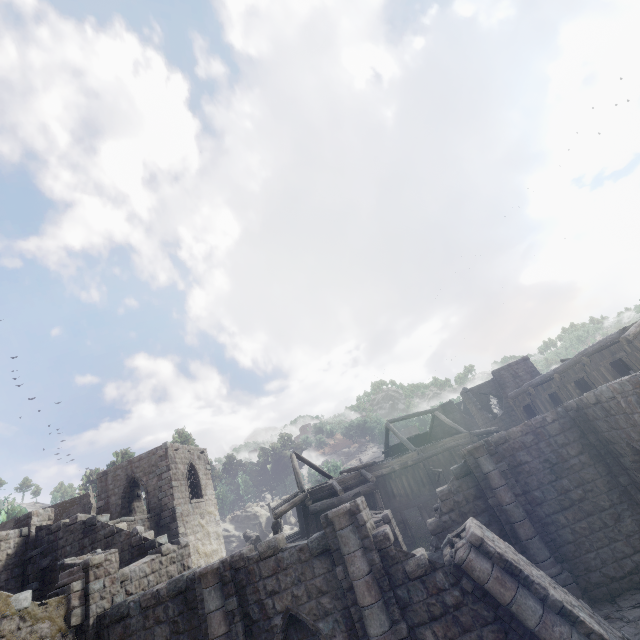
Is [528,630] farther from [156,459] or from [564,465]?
[156,459]

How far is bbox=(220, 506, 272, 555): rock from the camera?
38.4 meters

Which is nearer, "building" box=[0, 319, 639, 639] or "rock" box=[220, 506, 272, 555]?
"building" box=[0, 319, 639, 639]

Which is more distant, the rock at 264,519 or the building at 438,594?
the rock at 264,519

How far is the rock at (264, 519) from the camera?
38.38m
